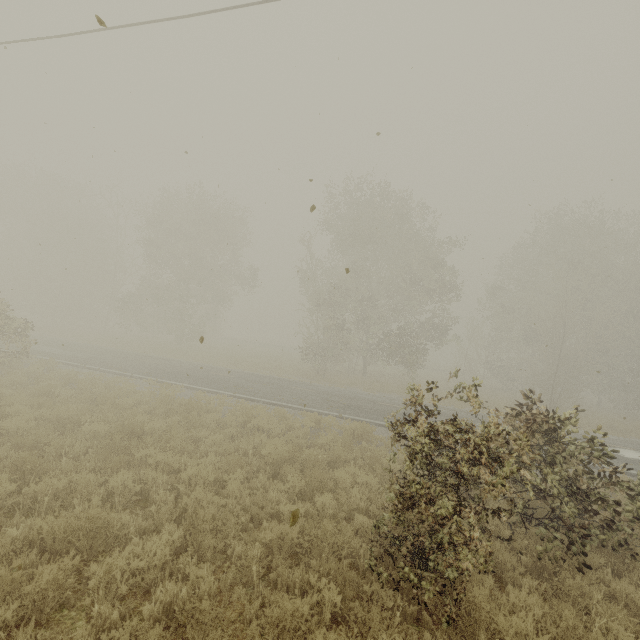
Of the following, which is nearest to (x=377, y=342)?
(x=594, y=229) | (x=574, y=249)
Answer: (x=574, y=249)
